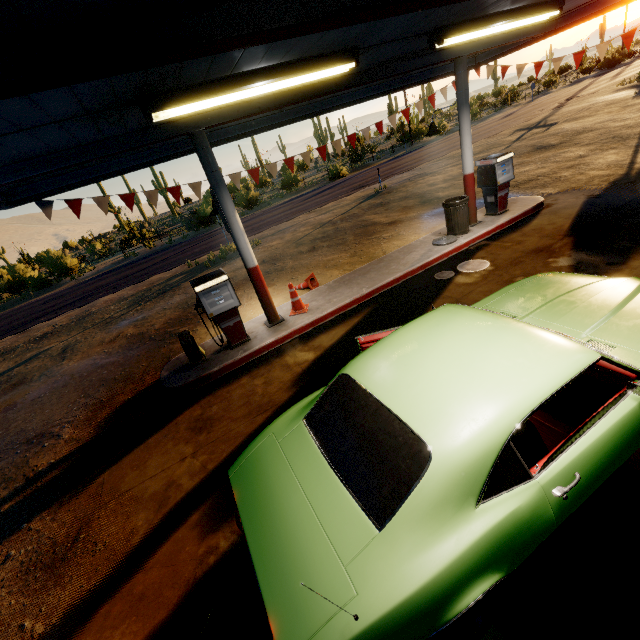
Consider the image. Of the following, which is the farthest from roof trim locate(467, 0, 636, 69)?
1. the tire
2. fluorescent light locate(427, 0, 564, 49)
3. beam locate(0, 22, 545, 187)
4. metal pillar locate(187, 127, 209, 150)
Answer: the tire

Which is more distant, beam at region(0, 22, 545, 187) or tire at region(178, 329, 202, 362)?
tire at region(178, 329, 202, 362)

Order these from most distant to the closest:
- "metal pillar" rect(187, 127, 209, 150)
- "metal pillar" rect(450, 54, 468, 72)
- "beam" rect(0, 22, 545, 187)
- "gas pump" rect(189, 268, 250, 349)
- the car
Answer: "metal pillar" rect(450, 54, 468, 72) < "gas pump" rect(189, 268, 250, 349) < "metal pillar" rect(187, 127, 209, 150) < "beam" rect(0, 22, 545, 187) < the car

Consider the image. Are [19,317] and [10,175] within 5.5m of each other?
no

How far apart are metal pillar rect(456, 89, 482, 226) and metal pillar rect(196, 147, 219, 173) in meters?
5.9

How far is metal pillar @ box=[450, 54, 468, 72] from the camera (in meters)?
7.26

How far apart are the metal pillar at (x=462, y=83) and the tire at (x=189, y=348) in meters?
7.8 m

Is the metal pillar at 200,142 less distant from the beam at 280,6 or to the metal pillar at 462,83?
the beam at 280,6
